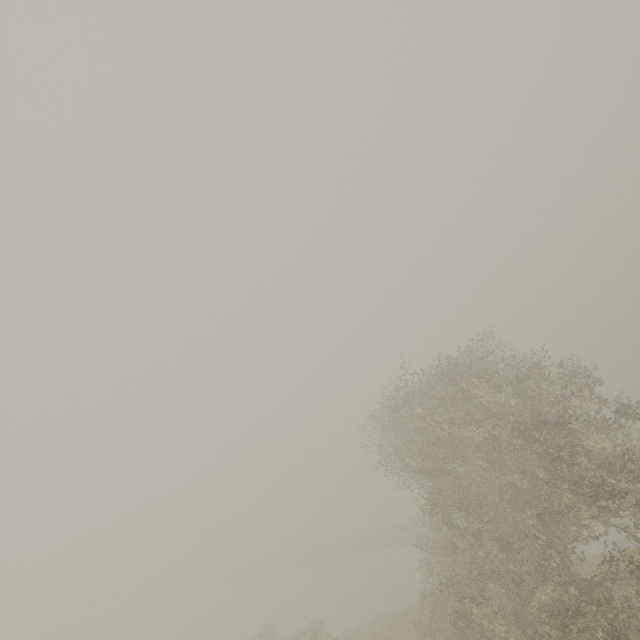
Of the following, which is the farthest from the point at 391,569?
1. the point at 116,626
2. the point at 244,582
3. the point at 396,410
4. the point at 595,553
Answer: the point at 116,626
